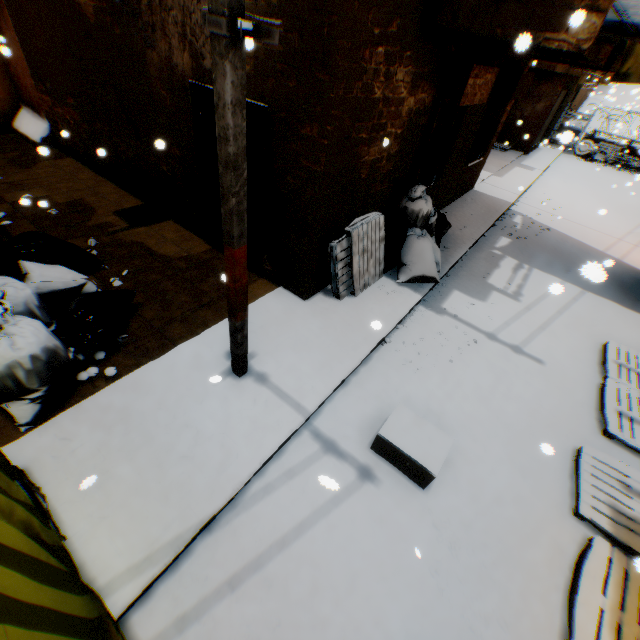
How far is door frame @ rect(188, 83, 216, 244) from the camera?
4.7m

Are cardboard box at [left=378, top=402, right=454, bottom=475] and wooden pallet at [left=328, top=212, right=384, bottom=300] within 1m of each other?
no

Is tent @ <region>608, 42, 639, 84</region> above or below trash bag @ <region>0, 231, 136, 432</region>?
above

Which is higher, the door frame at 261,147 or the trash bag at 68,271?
the door frame at 261,147

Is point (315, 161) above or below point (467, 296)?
above

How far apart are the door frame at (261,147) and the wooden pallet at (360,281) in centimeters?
109cm

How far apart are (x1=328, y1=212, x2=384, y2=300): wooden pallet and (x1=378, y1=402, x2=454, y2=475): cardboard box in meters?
2.2

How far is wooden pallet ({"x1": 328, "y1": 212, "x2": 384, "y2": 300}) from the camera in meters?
5.2
